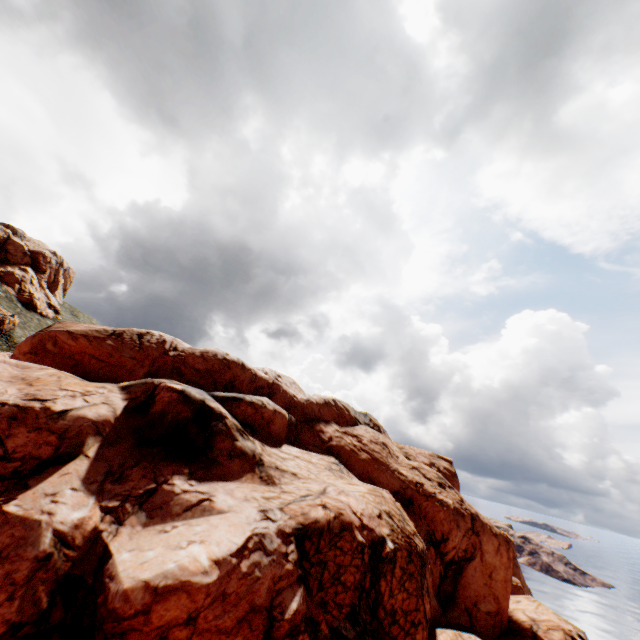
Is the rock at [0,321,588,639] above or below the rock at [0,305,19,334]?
below

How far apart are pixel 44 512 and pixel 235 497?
Answer: 7.78m

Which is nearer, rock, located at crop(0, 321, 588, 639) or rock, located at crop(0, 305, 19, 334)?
rock, located at crop(0, 321, 588, 639)

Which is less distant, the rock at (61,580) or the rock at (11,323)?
the rock at (61,580)

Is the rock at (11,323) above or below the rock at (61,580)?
above
